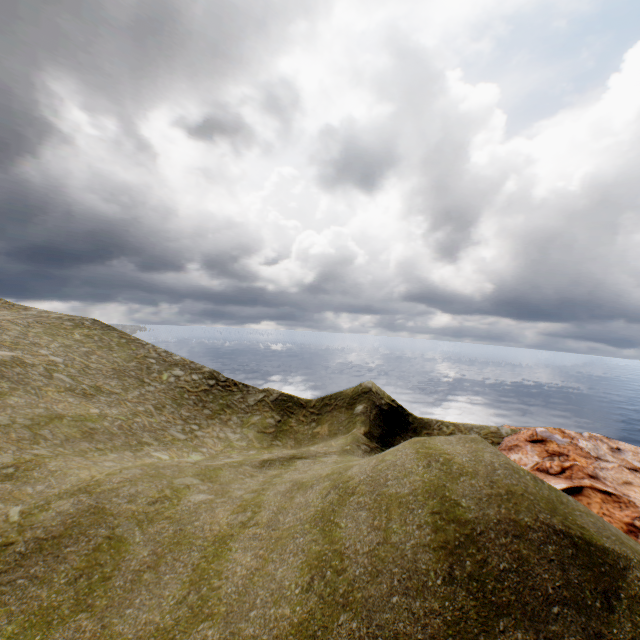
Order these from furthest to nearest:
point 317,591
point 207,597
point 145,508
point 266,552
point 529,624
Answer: point 145,508 → point 266,552 → point 207,597 → point 317,591 → point 529,624
